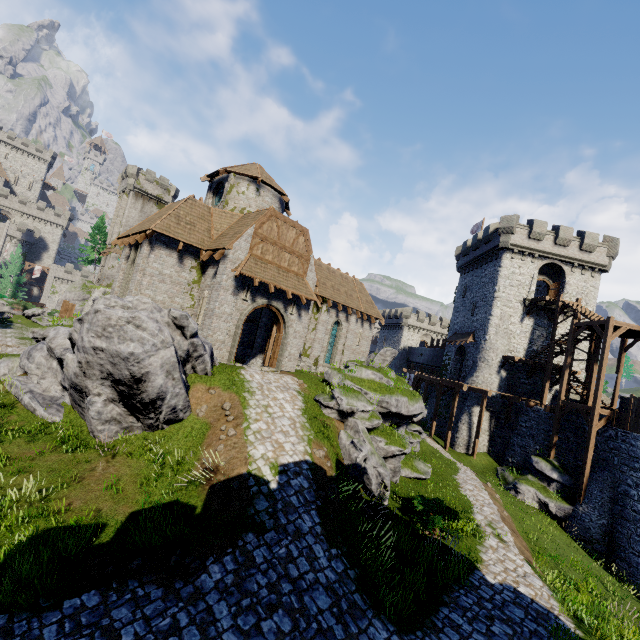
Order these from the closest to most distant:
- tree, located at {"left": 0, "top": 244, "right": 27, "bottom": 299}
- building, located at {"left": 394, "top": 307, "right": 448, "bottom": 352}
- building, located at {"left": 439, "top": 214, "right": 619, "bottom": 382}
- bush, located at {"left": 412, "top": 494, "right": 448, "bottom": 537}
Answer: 1. bush, located at {"left": 412, "top": 494, "right": 448, "bottom": 537}
2. building, located at {"left": 439, "top": 214, "right": 619, "bottom": 382}
3. tree, located at {"left": 0, "top": 244, "right": 27, "bottom": 299}
4. building, located at {"left": 394, "top": 307, "right": 448, "bottom": 352}

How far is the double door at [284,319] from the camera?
17.4m

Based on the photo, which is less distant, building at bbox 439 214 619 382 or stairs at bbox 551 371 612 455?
stairs at bbox 551 371 612 455

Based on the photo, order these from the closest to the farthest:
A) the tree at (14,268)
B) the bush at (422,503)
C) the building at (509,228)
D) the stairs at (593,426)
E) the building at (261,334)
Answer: the bush at (422,503) → the stairs at (593,426) → the building at (261,334) → the building at (509,228) → the tree at (14,268)

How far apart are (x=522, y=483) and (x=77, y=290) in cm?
6612

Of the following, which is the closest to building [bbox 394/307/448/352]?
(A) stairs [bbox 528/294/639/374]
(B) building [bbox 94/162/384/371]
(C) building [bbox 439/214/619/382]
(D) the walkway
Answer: (C) building [bbox 439/214/619/382]

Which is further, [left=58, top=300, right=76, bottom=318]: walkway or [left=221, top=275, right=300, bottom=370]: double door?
[left=58, top=300, right=76, bottom=318]: walkway

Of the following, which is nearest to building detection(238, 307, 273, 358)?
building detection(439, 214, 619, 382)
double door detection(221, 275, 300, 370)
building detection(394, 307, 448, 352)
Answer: double door detection(221, 275, 300, 370)
